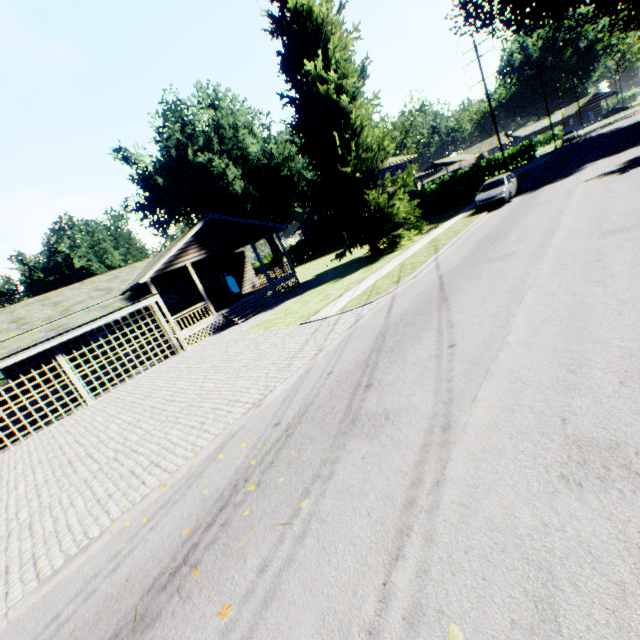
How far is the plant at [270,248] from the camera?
42.2 meters

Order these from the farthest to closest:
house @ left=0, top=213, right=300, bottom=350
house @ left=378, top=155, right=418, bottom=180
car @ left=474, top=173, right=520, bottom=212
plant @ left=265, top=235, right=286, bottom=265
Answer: house @ left=378, top=155, right=418, bottom=180
plant @ left=265, top=235, right=286, bottom=265
car @ left=474, top=173, right=520, bottom=212
house @ left=0, top=213, right=300, bottom=350

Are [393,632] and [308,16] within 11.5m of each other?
no

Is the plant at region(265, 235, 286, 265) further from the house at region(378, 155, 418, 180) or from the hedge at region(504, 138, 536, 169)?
the hedge at region(504, 138, 536, 169)

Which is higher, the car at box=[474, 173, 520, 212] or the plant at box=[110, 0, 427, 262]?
the plant at box=[110, 0, 427, 262]

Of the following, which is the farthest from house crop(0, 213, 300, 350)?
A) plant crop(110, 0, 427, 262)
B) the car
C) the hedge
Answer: the car

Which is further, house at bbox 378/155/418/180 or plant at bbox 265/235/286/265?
house at bbox 378/155/418/180

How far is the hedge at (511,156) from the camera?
48.1 meters
